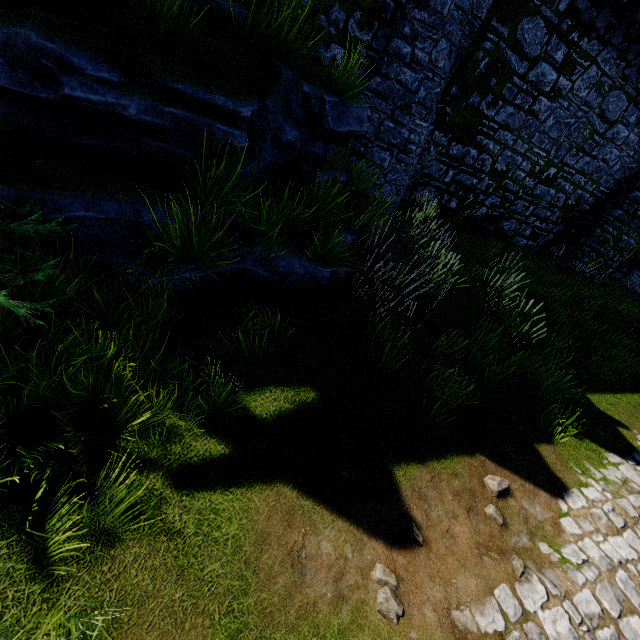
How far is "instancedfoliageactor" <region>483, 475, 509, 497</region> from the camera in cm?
418

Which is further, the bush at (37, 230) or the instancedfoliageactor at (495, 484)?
the instancedfoliageactor at (495, 484)

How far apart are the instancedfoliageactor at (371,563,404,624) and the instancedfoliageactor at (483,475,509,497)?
1.9 meters

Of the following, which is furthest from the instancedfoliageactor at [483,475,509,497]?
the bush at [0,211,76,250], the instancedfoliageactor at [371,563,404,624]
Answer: the bush at [0,211,76,250]

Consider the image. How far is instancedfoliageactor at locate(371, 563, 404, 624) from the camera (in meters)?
2.72

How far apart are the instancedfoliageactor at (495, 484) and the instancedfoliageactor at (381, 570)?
1.9 meters

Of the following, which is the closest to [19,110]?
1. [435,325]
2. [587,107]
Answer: [435,325]
